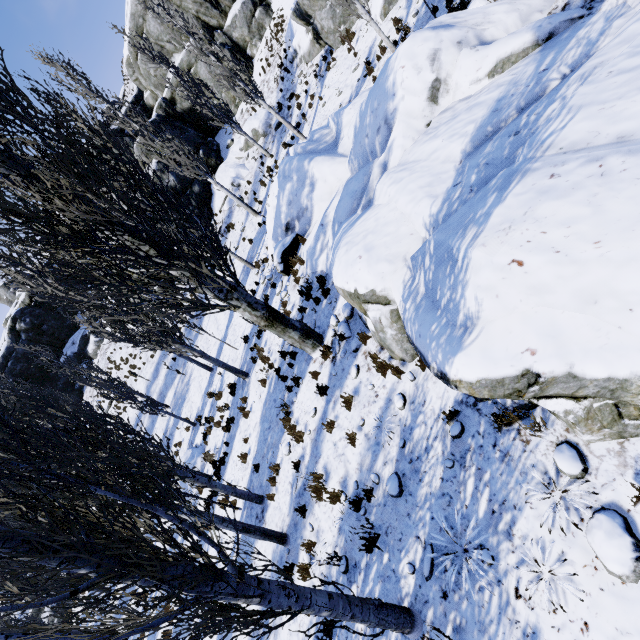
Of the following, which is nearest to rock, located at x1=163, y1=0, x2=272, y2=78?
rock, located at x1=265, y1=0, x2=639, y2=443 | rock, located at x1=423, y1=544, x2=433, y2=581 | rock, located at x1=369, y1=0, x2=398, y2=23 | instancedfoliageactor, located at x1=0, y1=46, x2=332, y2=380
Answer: instancedfoliageactor, located at x1=0, y1=46, x2=332, y2=380

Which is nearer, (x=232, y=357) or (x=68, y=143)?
(x=68, y=143)

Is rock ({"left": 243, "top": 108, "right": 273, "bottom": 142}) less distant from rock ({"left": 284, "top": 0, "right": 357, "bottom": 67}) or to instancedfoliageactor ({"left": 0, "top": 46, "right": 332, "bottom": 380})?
instancedfoliageactor ({"left": 0, "top": 46, "right": 332, "bottom": 380})

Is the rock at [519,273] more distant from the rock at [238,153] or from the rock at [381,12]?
the rock at [238,153]

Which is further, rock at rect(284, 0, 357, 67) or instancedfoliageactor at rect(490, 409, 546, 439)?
rock at rect(284, 0, 357, 67)

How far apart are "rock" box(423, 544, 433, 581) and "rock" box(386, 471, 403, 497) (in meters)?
0.84

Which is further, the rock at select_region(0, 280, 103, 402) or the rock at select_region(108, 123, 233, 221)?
the rock at select_region(0, 280, 103, 402)

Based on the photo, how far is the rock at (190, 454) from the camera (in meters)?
15.75
